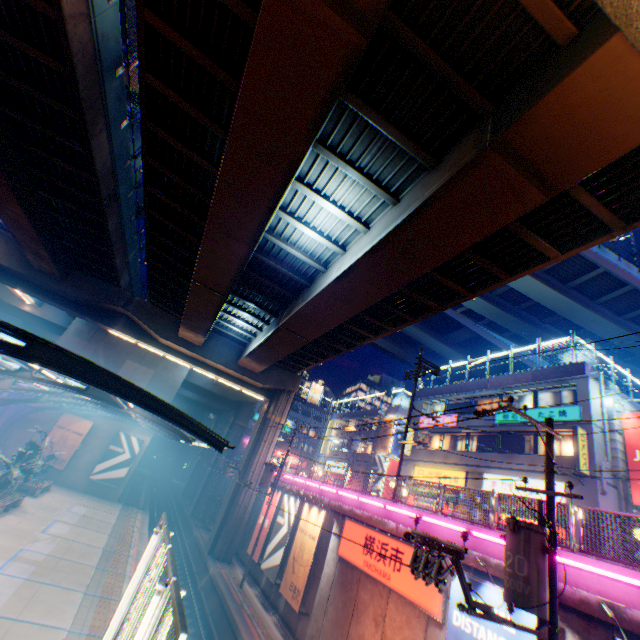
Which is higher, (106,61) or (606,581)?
(106,61)

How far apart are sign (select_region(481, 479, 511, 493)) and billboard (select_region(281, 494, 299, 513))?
12.9m

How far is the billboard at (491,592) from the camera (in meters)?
8.49

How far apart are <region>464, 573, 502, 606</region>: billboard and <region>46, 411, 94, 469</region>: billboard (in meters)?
32.44

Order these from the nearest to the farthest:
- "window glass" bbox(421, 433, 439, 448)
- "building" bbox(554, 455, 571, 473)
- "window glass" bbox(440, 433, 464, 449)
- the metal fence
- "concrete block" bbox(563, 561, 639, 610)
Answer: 1. the metal fence
2. "concrete block" bbox(563, 561, 639, 610)
3. "building" bbox(554, 455, 571, 473)
4. "window glass" bbox(440, 433, 464, 449)
5. "window glass" bbox(421, 433, 439, 448)

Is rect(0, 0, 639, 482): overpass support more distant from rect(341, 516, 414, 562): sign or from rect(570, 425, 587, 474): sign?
rect(570, 425, 587, 474): sign

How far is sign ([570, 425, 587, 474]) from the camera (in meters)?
17.67

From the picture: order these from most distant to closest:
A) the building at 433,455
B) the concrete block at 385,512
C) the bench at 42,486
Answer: the bench at 42,486 < the building at 433,455 < the concrete block at 385,512
